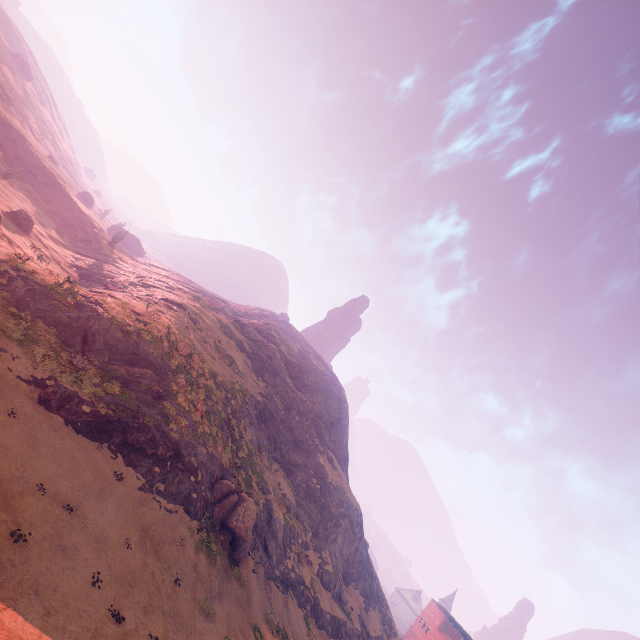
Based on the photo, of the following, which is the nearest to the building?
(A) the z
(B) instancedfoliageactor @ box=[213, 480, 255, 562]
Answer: (A) the z

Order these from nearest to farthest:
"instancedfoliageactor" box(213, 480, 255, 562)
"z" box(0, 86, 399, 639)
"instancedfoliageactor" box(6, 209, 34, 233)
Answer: "z" box(0, 86, 399, 639)
"instancedfoliageactor" box(213, 480, 255, 562)
"instancedfoliageactor" box(6, 209, 34, 233)

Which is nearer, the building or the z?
the z

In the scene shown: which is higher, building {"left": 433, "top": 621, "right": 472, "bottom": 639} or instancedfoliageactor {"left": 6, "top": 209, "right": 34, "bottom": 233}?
building {"left": 433, "top": 621, "right": 472, "bottom": 639}

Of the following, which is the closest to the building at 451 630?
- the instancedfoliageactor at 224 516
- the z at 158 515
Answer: the z at 158 515

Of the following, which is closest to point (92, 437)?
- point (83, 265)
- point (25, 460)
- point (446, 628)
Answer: point (25, 460)

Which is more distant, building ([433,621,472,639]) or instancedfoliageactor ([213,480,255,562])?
building ([433,621,472,639])

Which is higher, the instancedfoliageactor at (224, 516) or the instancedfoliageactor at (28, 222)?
the instancedfoliageactor at (224, 516)
